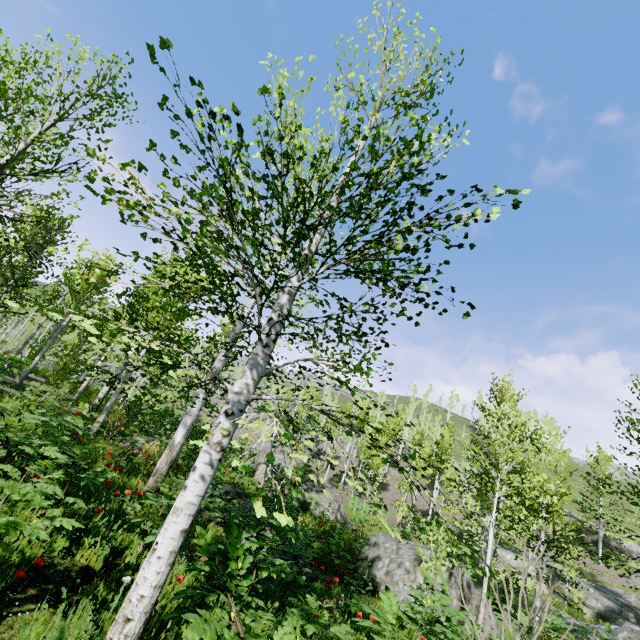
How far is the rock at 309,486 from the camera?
15.0 meters

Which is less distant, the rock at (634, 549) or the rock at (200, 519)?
the rock at (200, 519)

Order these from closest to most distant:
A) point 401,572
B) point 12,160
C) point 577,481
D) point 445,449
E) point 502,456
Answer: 1. point 12,160
2. point 401,572
3. point 502,456
4. point 445,449
5. point 577,481

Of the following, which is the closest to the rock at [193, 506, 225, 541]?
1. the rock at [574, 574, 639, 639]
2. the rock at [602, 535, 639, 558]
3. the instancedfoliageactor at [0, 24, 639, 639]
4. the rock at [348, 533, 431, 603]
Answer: the instancedfoliageactor at [0, 24, 639, 639]

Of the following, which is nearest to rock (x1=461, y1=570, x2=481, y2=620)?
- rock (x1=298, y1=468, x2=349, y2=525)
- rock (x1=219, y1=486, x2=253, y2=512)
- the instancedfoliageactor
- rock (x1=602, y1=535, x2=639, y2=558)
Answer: rock (x1=219, y1=486, x2=253, y2=512)

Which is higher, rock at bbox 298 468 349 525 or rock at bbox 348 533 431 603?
rock at bbox 298 468 349 525

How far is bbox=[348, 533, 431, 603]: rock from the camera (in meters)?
8.37

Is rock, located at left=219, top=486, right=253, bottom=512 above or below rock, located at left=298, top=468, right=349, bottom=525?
below
